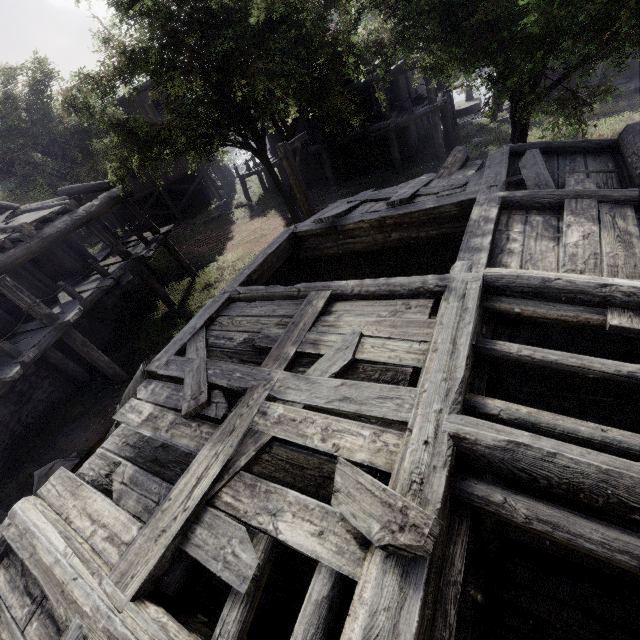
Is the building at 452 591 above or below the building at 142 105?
below

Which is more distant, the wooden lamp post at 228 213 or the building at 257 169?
the building at 257 169

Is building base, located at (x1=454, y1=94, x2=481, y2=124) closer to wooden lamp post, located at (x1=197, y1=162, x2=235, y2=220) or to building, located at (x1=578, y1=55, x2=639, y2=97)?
building, located at (x1=578, y1=55, x2=639, y2=97)

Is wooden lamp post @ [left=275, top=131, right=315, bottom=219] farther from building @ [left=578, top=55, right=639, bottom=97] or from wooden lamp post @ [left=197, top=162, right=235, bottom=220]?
wooden lamp post @ [left=197, top=162, right=235, bottom=220]

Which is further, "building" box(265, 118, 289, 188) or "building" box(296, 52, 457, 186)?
"building" box(265, 118, 289, 188)

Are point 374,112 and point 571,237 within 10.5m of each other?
no

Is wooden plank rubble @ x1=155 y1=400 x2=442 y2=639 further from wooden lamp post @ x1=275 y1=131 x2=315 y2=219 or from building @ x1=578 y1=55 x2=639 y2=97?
wooden lamp post @ x1=275 y1=131 x2=315 y2=219

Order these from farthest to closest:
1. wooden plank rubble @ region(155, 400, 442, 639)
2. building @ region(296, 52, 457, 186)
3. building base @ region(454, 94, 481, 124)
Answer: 1. building base @ region(454, 94, 481, 124)
2. building @ region(296, 52, 457, 186)
3. wooden plank rubble @ region(155, 400, 442, 639)
